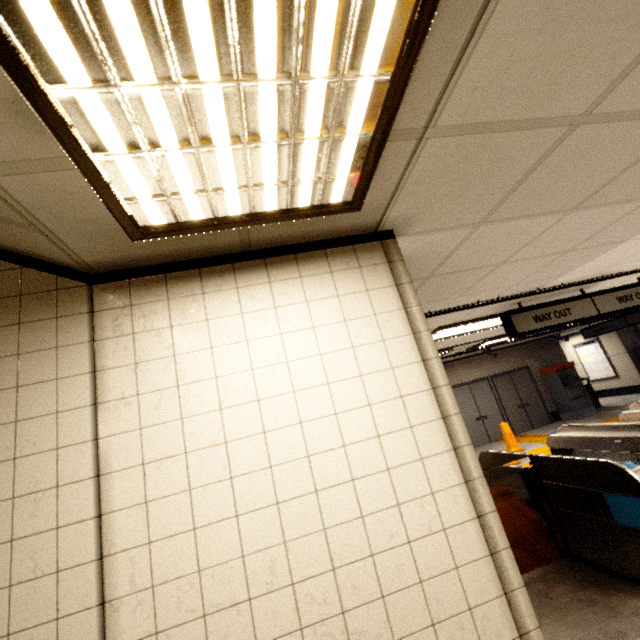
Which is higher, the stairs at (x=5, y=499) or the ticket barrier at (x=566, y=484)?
the stairs at (x=5, y=499)

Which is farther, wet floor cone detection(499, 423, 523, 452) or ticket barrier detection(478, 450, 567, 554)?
wet floor cone detection(499, 423, 523, 452)

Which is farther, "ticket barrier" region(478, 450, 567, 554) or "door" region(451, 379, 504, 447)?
"door" region(451, 379, 504, 447)

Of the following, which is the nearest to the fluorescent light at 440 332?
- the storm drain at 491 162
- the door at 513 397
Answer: the storm drain at 491 162

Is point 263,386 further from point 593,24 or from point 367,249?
point 593,24

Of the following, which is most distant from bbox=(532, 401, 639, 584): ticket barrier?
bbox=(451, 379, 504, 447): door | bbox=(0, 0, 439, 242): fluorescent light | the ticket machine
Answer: the ticket machine

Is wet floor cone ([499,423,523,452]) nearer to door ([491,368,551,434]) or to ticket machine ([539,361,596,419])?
door ([491,368,551,434])

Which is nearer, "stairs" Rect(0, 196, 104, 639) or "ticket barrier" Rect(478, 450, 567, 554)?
"stairs" Rect(0, 196, 104, 639)
